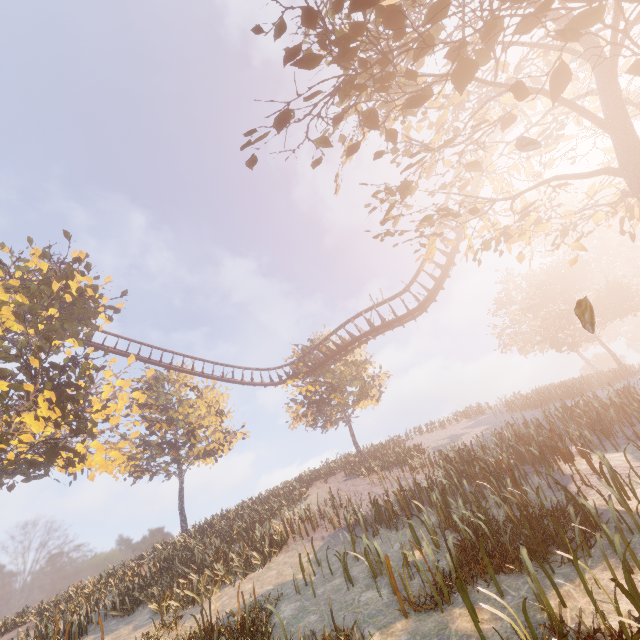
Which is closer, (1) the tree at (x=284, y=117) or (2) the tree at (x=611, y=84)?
(2) the tree at (x=611, y=84)

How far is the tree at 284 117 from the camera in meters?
5.7 m

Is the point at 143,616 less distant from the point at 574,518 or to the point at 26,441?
the point at 26,441

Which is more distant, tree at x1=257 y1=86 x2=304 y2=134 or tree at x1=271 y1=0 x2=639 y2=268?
tree at x1=257 y1=86 x2=304 y2=134

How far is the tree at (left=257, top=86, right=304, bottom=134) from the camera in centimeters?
570cm
